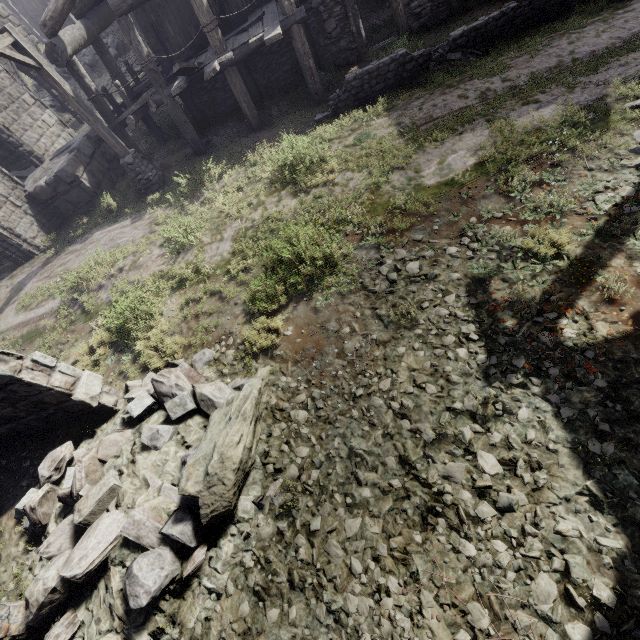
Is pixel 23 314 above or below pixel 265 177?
above

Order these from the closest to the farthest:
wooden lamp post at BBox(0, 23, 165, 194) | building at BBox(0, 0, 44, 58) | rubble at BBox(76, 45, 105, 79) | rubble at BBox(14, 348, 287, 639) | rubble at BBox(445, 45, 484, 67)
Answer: rubble at BBox(14, 348, 287, 639) < wooden lamp post at BBox(0, 23, 165, 194) < rubble at BBox(445, 45, 484, 67) < building at BBox(0, 0, 44, 58) < rubble at BBox(76, 45, 105, 79)

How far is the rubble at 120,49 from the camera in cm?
2114

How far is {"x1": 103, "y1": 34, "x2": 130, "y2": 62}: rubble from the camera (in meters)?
21.14

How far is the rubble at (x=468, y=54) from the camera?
8.8 meters

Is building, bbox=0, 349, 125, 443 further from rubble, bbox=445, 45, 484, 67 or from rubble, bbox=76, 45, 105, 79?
rubble, bbox=445, 45, 484, 67

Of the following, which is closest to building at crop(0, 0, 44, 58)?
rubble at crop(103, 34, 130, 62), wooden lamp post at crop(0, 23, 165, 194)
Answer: rubble at crop(103, 34, 130, 62)

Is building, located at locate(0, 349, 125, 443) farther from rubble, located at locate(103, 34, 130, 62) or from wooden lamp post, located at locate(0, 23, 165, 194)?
→ wooden lamp post, located at locate(0, 23, 165, 194)
